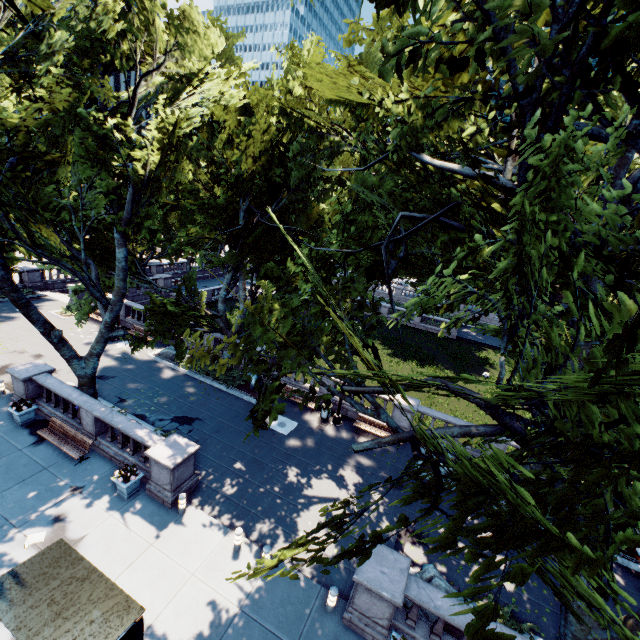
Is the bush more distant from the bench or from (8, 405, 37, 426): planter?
(8, 405, 37, 426): planter

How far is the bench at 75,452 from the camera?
13.9 meters

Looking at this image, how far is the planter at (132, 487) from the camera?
12.40m

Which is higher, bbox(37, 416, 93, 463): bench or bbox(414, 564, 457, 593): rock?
bbox(414, 564, 457, 593): rock

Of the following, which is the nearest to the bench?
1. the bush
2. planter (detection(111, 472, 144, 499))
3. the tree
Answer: the tree

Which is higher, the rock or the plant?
the plant

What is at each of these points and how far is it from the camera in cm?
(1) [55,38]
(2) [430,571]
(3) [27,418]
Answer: (1) tree, 964
(2) rock, 1091
(3) planter, 1551

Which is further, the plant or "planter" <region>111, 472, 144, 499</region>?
the plant
